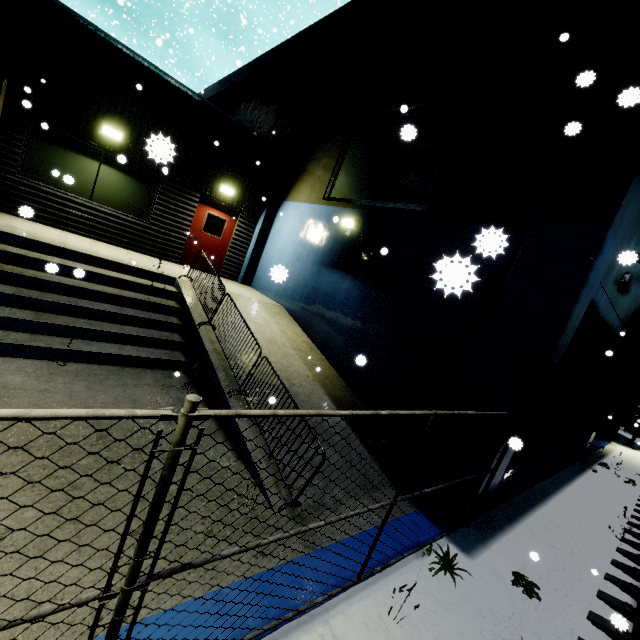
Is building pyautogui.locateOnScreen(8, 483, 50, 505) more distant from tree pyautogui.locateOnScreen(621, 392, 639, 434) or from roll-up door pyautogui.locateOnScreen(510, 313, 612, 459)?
tree pyautogui.locateOnScreen(621, 392, 639, 434)

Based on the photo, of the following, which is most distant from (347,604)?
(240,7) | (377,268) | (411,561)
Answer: (240,7)

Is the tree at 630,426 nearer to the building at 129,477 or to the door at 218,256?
the building at 129,477

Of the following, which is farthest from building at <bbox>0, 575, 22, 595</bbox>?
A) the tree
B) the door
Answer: the tree

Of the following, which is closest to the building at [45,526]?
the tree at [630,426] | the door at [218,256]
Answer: the door at [218,256]

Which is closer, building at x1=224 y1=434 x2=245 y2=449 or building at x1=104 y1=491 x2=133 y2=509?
building at x1=104 y1=491 x2=133 y2=509
